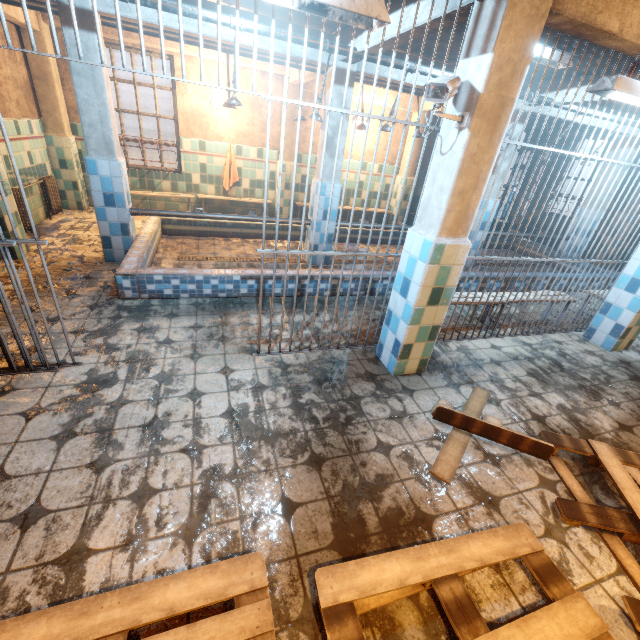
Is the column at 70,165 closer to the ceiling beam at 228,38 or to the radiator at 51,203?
the radiator at 51,203

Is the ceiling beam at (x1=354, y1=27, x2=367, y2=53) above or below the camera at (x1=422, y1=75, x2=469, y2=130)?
above

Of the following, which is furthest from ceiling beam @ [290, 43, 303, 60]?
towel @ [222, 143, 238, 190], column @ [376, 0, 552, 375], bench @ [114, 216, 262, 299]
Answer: towel @ [222, 143, 238, 190]

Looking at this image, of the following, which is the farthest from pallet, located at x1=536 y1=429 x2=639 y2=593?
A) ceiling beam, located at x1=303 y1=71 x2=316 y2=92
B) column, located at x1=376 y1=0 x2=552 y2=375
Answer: ceiling beam, located at x1=303 y1=71 x2=316 y2=92

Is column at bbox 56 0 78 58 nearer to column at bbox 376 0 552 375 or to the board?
column at bbox 376 0 552 375

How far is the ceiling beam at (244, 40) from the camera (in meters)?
3.67

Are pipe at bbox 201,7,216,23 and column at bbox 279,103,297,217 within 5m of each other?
yes

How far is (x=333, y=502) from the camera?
1.86m
